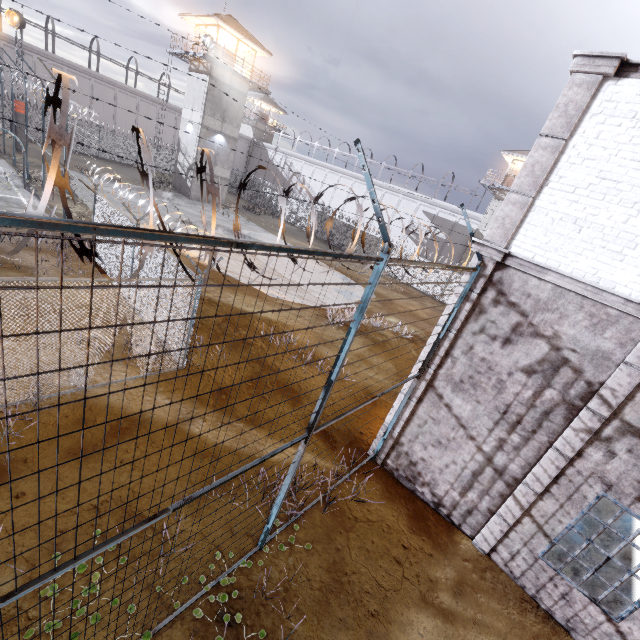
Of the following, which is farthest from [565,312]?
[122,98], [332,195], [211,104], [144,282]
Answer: [122,98]

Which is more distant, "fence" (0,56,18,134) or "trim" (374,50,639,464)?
"fence" (0,56,18,134)

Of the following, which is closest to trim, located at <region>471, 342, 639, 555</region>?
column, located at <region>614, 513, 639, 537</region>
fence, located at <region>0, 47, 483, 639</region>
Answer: fence, located at <region>0, 47, 483, 639</region>

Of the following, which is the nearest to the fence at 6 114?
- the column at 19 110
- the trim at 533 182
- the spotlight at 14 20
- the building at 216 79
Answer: the trim at 533 182

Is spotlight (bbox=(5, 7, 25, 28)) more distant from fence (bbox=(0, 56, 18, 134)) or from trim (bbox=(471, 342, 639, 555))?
trim (bbox=(471, 342, 639, 555))

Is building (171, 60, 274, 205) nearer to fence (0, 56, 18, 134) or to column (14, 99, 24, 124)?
fence (0, 56, 18, 134)

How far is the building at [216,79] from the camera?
29.3 meters

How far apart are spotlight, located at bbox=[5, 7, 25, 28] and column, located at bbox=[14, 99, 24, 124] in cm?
455
